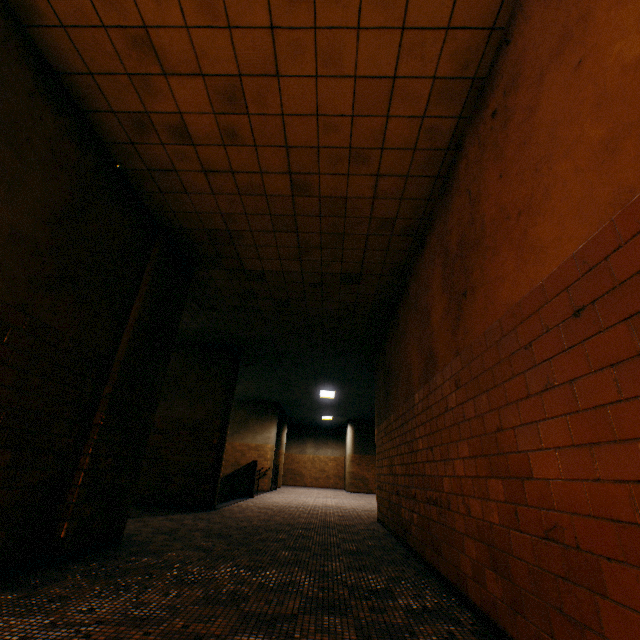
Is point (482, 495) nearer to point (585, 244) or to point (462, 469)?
point (462, 469)

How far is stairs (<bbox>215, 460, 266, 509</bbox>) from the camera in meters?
10.9 m

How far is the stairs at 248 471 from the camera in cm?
1093
